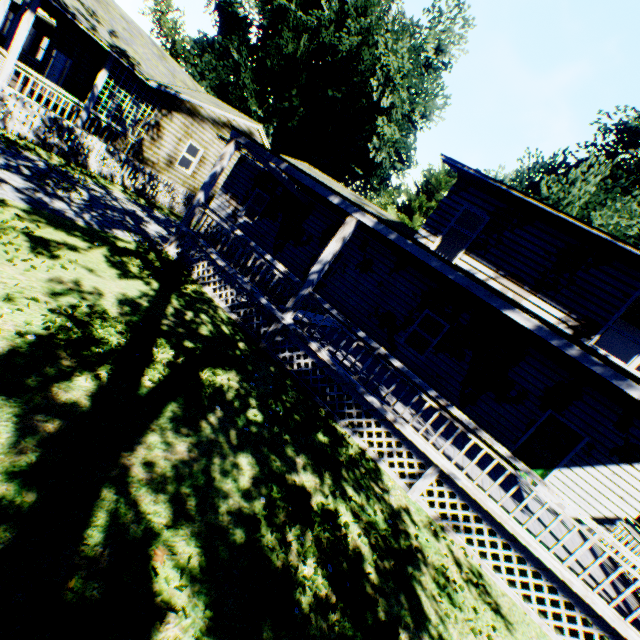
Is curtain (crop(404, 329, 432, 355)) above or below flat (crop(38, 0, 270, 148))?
below

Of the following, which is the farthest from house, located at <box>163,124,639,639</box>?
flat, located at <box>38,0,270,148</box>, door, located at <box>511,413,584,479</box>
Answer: flat, located at <box>38,0,270,148</box>

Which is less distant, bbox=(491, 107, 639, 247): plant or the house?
the house

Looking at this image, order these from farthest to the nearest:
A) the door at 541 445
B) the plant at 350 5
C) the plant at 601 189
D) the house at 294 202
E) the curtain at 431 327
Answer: the plant at 350 5
the plant at 601 189
the curtain at 431 327
the door at 541 445
the house at 294 202

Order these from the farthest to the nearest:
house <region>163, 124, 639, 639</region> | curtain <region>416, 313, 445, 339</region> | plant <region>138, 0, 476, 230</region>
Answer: plant <region>138, 0, 476, 230</region> < curtain <region>416, 313, 445, 339</region> < house <region>163, 124, 639, 639</region>

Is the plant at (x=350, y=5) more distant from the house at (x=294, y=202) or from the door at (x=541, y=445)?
the door at (x=541, y=445)

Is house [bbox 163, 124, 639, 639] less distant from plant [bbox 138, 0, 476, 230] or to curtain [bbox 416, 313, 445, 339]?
curtain [bbox 416, 313, 445, 339]

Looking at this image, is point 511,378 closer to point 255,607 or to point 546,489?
point 546,489
